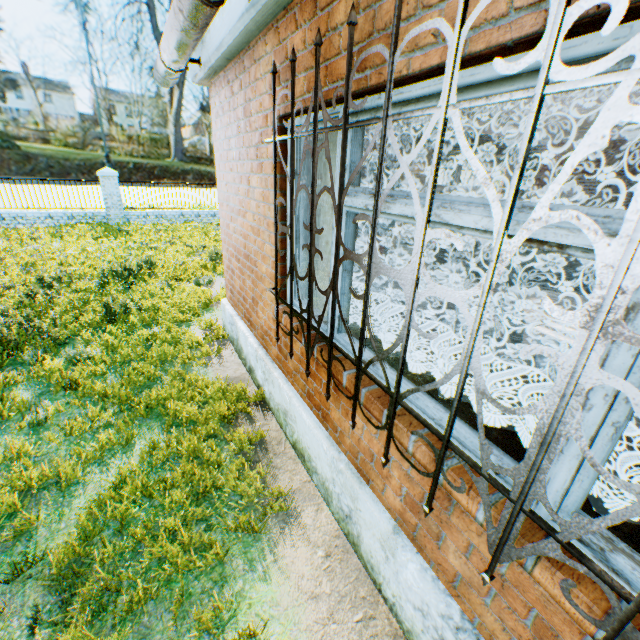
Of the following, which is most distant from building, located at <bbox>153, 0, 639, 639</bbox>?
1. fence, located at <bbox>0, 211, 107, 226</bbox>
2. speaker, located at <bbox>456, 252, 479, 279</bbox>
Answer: fence, located at <bbox>0, 211, 107, 226</bbox>

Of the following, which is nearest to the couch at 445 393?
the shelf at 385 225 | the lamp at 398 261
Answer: the lamp at 398 261

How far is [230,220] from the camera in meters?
4.7 m

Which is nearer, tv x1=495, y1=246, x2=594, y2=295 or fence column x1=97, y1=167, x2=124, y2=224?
tv x1=495, y1=246, x2=594, y2=295

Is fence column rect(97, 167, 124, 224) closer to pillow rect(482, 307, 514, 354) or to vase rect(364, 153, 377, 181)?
vase rect(364, 153, 377, 181)

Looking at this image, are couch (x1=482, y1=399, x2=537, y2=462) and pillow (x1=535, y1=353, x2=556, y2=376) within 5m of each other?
yes

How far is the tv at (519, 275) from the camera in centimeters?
670cm

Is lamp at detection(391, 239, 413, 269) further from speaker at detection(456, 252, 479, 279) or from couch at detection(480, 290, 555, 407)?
speaker at detection(456, 252, 479, 279)
